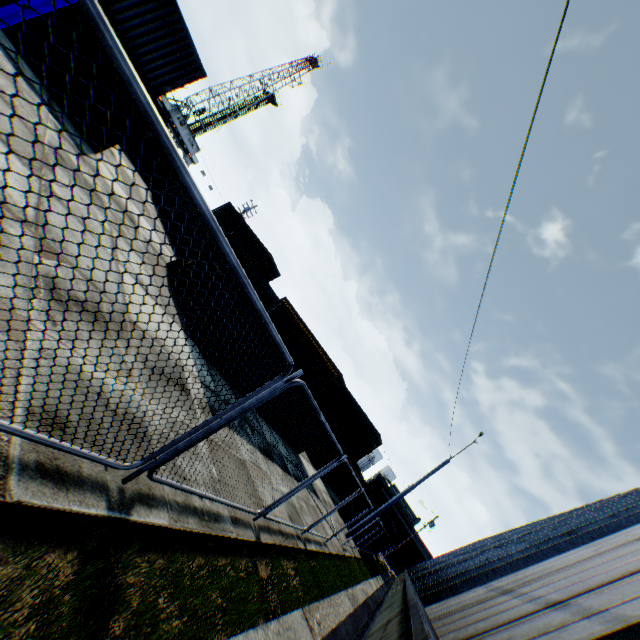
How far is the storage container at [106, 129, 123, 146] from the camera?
12.3 meters

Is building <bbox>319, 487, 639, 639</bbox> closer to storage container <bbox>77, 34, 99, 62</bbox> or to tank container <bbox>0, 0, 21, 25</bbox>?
tank container <bbox>0, 0, 21, 25</bbox>

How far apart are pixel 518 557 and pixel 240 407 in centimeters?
450cm

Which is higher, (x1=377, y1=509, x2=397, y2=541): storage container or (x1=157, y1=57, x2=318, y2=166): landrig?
(x1=157, y1=57, x2=318, y2=166): landrig

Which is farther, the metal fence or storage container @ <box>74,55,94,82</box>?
storage container @ <box>74,55,94,82</box>

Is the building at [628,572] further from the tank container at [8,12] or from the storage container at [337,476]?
the storage container at [337,476]

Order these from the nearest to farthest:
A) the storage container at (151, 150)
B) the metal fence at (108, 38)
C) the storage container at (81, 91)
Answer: the metal fence at (108, 38) < the storage container at (81, 91) < the storage container at (151, 150)

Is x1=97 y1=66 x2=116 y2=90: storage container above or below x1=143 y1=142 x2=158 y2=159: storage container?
above
